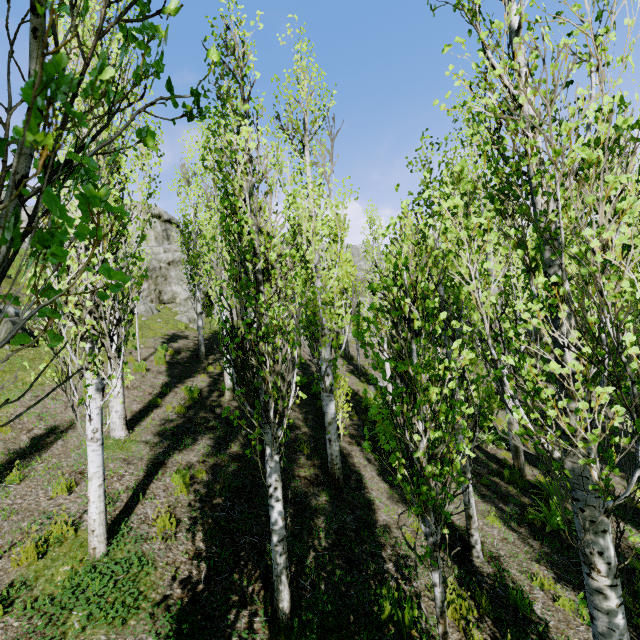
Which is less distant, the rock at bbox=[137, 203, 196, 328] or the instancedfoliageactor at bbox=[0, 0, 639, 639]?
the instancedfoliageactor at bbox=[0, 0, 639, 639]

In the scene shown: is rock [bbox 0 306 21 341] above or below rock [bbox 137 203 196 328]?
below

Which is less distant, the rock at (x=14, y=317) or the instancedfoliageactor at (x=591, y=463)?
the instancedfoliageactor at (x=591, y=463)

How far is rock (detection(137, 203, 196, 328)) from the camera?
21.71m

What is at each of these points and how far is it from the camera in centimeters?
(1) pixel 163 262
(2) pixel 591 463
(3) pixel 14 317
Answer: (1) rock, 2355cm
(2) instancedfoliageactor, 302cm
(3) rock, 1216cm

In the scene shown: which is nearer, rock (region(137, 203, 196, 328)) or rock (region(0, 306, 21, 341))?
rock (region(0, 306, 21, 341))

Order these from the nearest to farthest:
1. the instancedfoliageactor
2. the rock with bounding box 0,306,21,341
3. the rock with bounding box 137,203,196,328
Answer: the instancedfoliageactor
the rock with bounding box 0,306,21,341
the rock with bounding box 137,203,196,328

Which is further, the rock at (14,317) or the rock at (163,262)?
the rock at (163,262)
